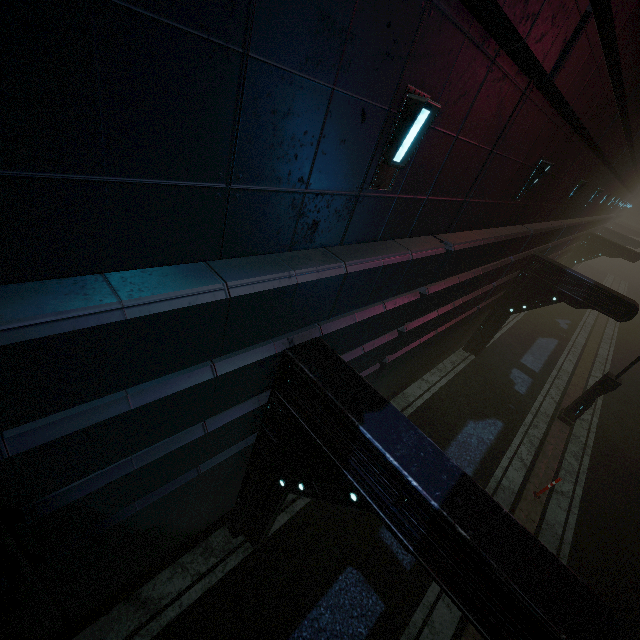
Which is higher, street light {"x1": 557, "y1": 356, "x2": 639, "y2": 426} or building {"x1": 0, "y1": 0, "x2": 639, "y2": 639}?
building {"x1": 0, "y1": 0, "x2": 639, "y2": 639}

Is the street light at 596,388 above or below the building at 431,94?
below

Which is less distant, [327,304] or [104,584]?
[327,304]

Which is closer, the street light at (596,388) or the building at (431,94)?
the building at (431,94)

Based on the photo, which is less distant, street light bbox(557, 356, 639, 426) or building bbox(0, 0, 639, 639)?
building bbox(0, 0, 639, 639)
